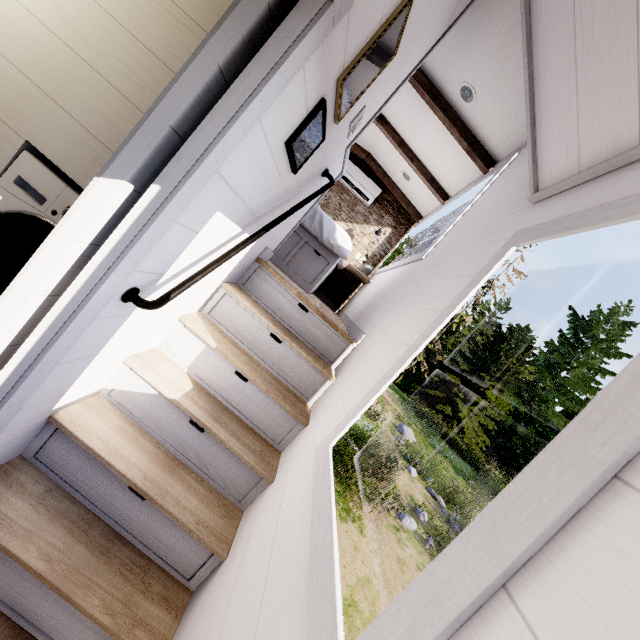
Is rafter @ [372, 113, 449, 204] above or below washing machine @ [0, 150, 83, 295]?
above

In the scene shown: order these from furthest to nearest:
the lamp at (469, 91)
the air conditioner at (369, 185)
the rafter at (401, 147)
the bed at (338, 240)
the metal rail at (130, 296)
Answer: the air conditioner at (369, 185) < the rafter at (401, 147) < the bed at (338, 240) < the lamp at (469, 91) < the metal rail at (130, 296)

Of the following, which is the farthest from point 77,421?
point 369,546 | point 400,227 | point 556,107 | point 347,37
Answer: point 369,546

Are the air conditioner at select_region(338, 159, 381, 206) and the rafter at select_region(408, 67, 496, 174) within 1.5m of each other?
no

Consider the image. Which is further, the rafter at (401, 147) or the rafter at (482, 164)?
the rafter at (401, 147)

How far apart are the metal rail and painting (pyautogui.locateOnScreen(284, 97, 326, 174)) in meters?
0.2 m

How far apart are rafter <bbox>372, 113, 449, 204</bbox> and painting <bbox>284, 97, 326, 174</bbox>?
3.1 meters

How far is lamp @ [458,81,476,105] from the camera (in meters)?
2.76
